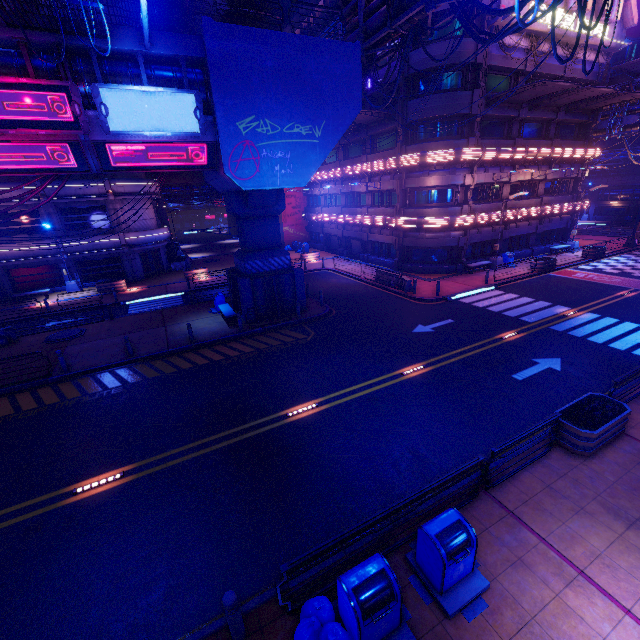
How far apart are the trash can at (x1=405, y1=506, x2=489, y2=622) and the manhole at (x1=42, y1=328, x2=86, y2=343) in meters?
20.4

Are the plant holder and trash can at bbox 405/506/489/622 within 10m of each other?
yes

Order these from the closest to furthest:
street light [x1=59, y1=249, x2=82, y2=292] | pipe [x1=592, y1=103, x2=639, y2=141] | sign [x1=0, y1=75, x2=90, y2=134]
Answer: sign [x1=0, y1=75, x2=90, y2=134]
street light [x1=59, y1=249, x2=82, y2=292]
pipe [x1=592, y1=103, x2=639, y2=141]

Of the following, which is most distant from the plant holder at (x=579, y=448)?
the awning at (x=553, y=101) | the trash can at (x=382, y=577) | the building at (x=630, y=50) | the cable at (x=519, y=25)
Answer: the building at (x=630, y=50)

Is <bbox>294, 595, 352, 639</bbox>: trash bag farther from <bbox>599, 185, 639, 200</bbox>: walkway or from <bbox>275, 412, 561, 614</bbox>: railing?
<bbox>599, 185, 639, 200</bbox>: walkway

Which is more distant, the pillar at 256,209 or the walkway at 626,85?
the walkway at 626,85

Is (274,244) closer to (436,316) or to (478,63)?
(436,316)

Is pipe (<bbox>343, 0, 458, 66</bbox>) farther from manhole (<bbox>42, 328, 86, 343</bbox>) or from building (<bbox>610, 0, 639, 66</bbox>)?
manhole (<bbox>42, 328, 86, 343</bbox>)
